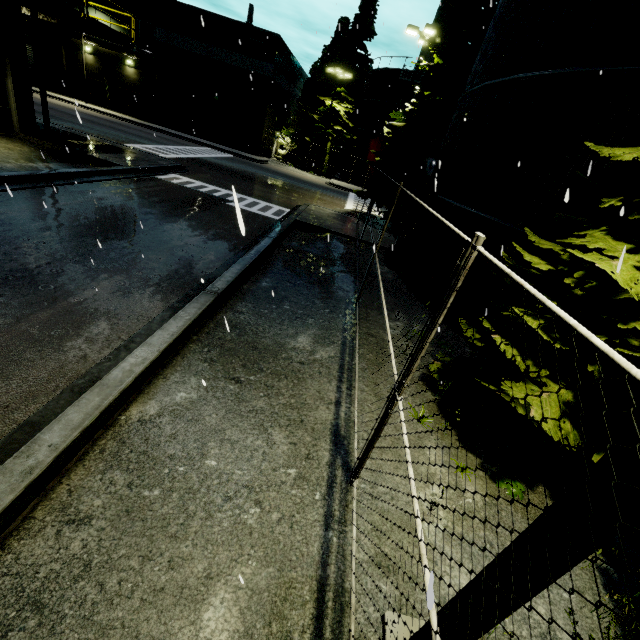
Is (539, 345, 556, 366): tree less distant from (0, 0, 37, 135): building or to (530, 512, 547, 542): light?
(530, 512, 547, 542): light

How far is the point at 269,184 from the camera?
22.89m

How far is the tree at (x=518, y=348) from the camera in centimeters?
436cm

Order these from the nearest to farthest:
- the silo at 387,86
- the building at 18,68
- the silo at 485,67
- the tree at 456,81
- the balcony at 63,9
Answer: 1. the silo at 485,67
2. the balcony at 63,9
3. the building at 18,68
4. the tree at 456,81
5. the silo at 387,86

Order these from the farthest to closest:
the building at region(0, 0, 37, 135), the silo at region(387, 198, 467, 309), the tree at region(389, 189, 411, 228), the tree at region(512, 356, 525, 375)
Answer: the tree at region(389, 189, 411, 228), the building at region(0, 0, 37, 135), the silo at region(387, 198, 467, 309), the tree at region(512, 356, 525, 375)

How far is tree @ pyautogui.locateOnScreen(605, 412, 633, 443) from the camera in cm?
406

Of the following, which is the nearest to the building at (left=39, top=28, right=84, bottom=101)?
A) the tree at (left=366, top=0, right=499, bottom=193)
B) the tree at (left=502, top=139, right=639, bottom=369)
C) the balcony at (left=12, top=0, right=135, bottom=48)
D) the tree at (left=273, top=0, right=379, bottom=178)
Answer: the balcony at (left=12, top=0, right=135, bottom=48)
